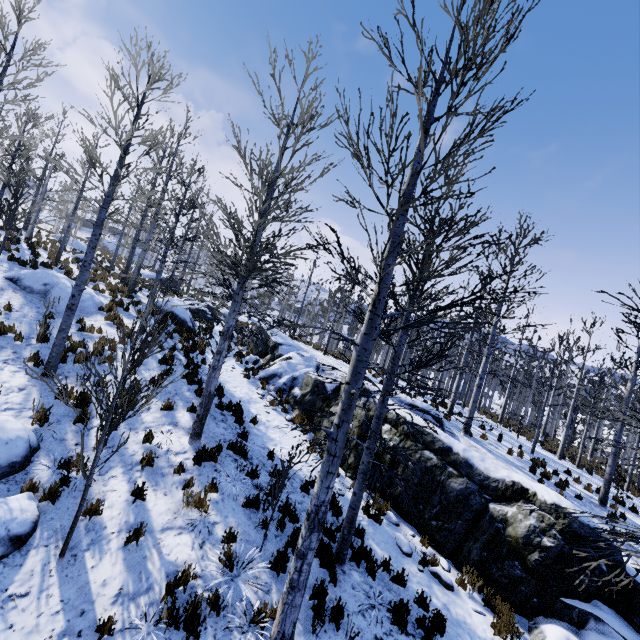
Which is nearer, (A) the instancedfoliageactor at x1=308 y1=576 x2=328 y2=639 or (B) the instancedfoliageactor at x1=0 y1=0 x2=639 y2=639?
(B) the instancedfoliageactor at x1=0 y1=0 x2=639 y2=639

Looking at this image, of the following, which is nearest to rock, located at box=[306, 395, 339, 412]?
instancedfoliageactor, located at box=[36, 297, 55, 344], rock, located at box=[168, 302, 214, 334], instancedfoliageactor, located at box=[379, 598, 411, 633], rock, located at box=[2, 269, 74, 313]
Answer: instancedfoliageactor, located at box=[379, 598, 411, 633]

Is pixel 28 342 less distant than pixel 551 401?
Yes

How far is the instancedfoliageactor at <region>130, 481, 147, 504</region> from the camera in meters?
6.3

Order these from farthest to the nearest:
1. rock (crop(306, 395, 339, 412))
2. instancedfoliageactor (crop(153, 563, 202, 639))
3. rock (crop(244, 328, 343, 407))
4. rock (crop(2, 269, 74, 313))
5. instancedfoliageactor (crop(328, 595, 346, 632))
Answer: rock (crop(244, 328, 343, 407))
rock (crop(2, 269, 74, 313))
rock (crop(306, 395, 339, 412))
instancedfoliageactor (crop(328, 595, 346, 632))
instancedfoliageactor (crop(153, 563, 202, 639))

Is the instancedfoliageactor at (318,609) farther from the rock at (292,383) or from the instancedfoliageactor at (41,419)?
the instancedfoliageactor at (41,419)

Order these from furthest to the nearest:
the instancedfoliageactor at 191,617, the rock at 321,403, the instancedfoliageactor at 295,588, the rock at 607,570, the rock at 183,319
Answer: the rock at 183,319, the rock at 321,403, the rock at 607,570, the instancedfoliageactor at 191,617, the instancedfoliageactor at 295,588

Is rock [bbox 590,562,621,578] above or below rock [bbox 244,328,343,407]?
below
